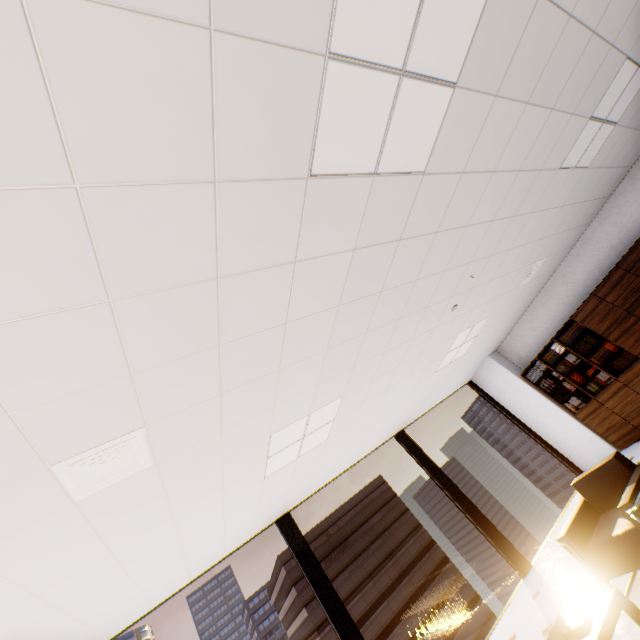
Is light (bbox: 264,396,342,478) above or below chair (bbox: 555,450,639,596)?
above

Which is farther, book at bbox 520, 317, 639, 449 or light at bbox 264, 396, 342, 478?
book at bbox 520, 317, 639, 449

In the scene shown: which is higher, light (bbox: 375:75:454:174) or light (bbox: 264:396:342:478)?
light (bbox: 264:396:342:478)

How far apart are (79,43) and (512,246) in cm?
464

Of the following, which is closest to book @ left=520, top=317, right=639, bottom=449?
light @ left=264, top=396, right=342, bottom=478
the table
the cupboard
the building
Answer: the cupboard

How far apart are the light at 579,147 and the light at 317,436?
3.6 meters

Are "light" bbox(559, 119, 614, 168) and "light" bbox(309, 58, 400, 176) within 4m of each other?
yes

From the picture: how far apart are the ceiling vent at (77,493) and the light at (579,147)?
4.8m
